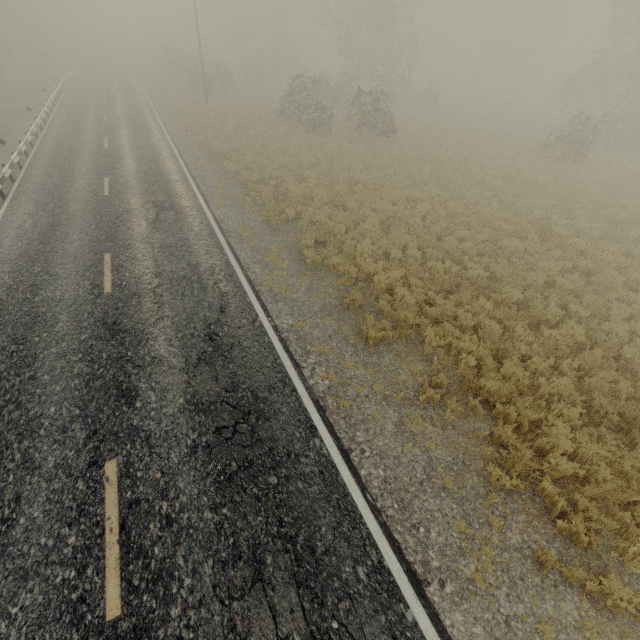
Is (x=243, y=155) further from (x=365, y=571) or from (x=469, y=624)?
(x=469, y=624)
